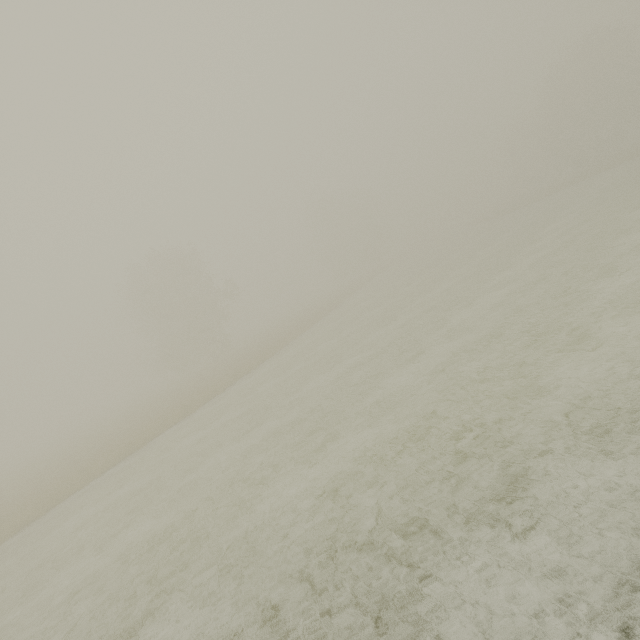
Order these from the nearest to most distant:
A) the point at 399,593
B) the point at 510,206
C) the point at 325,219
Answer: the point at 399,593, the point at 510,206, the point at 325,219
